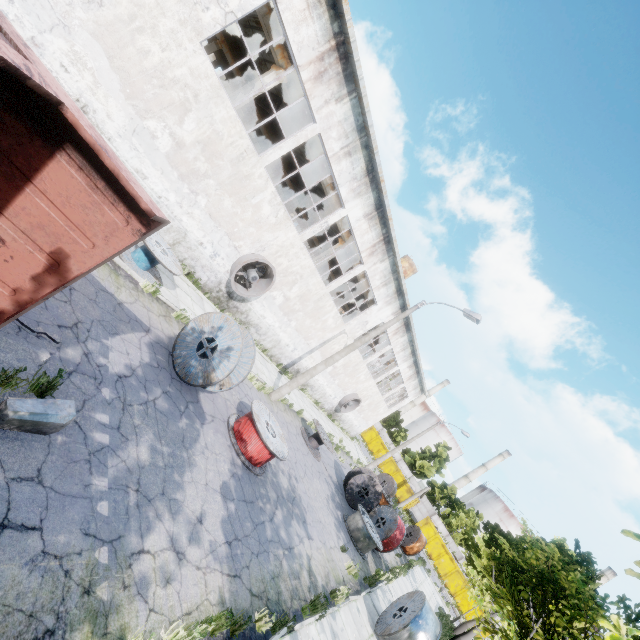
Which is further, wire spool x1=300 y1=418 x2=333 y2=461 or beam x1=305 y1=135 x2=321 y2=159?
wire spool x1=300 y1=418 x2=333 y2=461

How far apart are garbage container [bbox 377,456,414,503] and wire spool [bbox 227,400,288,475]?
40.28m

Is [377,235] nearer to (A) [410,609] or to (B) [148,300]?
(B) [148,300]

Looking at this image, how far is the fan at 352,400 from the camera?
28.6m

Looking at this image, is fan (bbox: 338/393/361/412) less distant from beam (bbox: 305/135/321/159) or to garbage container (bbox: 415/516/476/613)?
beam (bbox: 305/135/321/159)

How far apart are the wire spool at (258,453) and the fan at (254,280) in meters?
6.4

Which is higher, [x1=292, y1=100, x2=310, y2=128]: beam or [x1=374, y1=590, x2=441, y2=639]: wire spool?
[x1=292, y1=100, x2=310, y2=128]: beam

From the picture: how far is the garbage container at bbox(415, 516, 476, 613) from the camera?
36.31m
